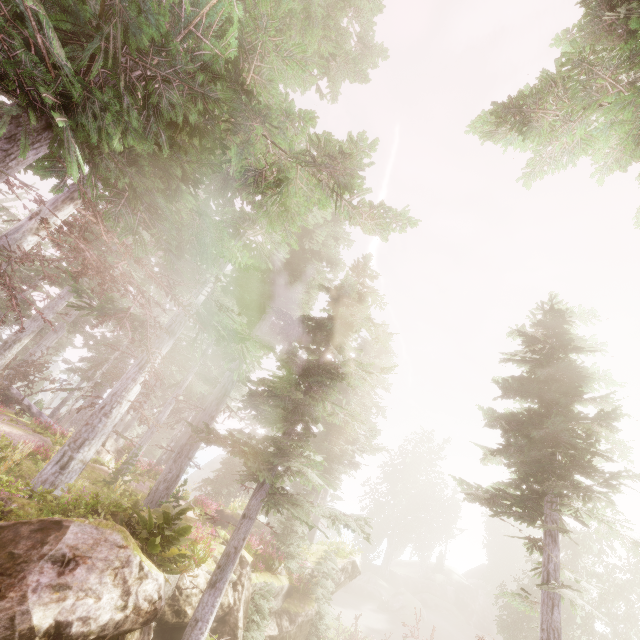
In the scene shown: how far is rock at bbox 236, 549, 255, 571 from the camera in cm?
1173

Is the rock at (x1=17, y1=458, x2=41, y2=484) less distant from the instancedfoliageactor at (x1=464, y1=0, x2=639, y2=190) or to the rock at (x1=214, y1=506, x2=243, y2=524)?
the instancedfoliageactor at (x1=464, y1=0, x2=639, y2=190)

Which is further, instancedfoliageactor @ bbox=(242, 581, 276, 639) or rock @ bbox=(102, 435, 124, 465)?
rock @ bbox=(102, 435, 124, 465)

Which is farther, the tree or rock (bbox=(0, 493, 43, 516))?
the tree

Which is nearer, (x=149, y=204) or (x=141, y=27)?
(x=141, y=27)

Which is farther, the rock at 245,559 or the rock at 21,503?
the rock at 245,559

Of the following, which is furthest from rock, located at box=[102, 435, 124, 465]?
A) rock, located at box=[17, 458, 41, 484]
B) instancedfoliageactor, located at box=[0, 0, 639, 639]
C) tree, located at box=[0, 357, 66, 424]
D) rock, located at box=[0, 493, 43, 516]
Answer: rock, located at box=[17, 458, 41, 484]

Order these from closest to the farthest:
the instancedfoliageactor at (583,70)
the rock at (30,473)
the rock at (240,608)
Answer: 1. the instancedfoliageactor at (583,70)
2. the rock at (240,608)
3. the rock at (30,473)
